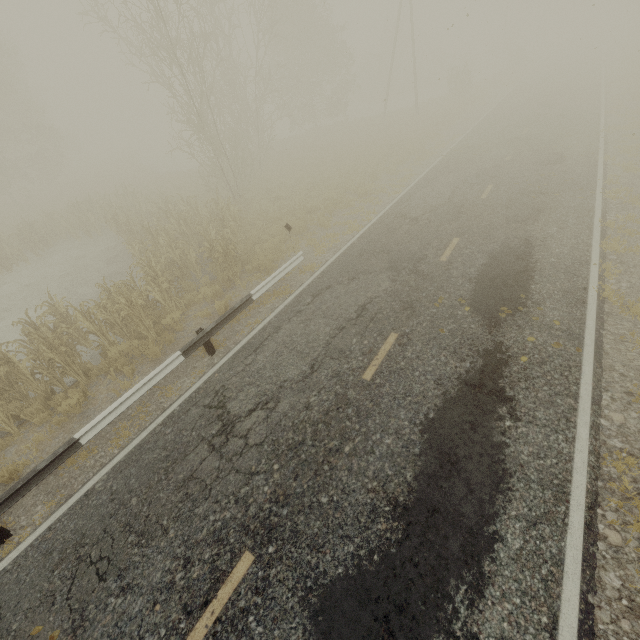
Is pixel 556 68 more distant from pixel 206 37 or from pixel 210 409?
pixel 210 409
